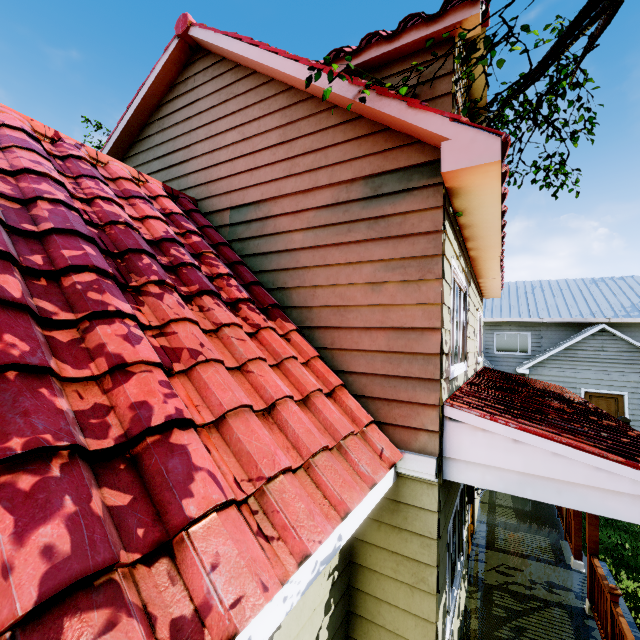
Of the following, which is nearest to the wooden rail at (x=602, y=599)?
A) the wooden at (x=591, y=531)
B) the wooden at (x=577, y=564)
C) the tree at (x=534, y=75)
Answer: the wooden at (x=591, y=531)

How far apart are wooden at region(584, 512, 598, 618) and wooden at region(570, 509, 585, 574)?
1.0 meters

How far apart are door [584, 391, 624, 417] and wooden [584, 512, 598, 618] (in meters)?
13.58

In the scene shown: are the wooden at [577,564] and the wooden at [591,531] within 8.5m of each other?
yes

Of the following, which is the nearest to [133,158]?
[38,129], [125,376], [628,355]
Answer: [38,129]

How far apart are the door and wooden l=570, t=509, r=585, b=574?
12.4m

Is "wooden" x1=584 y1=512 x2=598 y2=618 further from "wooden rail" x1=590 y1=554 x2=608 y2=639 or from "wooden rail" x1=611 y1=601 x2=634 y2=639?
"wooden rail" x1=611 y1=601 x2=634 y2=639

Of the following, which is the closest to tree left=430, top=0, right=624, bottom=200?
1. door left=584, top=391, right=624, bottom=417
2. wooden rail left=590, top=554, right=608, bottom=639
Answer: wooden rail left=590, top=554, right=608, bottom=639
